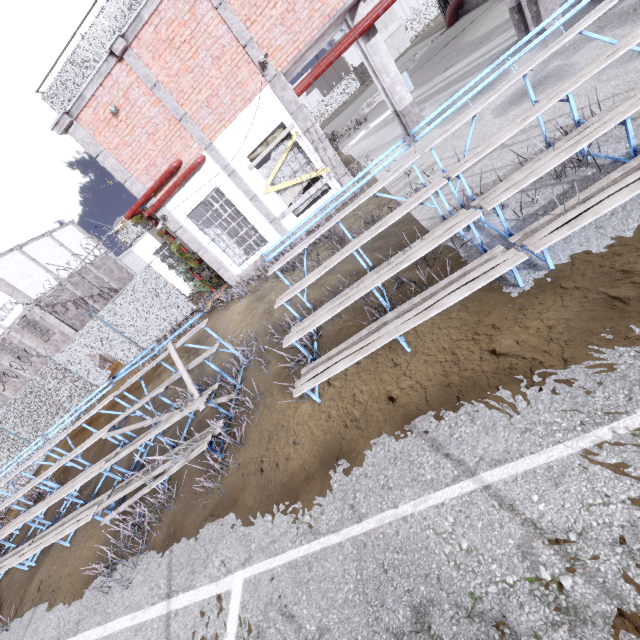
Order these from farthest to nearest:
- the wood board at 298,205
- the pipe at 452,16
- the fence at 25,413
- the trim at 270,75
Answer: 1. the pipe at 452,16
2. the fence at 25,413
3. the wood board at 298,205
4. the trim at 270,75

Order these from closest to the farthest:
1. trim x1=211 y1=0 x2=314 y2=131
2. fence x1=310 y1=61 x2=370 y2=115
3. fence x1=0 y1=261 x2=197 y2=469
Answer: trim x1=211 y1=0 x2=314 y2=131 → fence x1=0 y1=261 x2=197 y2=469 → fence x1=310 y1=61 x2=370 y2=115

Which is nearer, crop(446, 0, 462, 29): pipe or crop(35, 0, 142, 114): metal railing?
crop(35, 0, 142, 114): metal railing

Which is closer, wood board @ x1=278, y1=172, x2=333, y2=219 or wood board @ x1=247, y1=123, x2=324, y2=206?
wood board @ x1=247, y1=123, x2=324, y2=206

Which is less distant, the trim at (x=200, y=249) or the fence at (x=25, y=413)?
the trim at (x=200, y=249)

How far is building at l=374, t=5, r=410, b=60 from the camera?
48.2m

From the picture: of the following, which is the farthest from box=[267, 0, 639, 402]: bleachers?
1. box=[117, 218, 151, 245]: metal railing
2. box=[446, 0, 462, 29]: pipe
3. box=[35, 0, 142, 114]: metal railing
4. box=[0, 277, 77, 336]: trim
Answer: box=[446, 0, 462, 29]: pipe

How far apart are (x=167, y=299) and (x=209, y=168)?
6.8 meters
